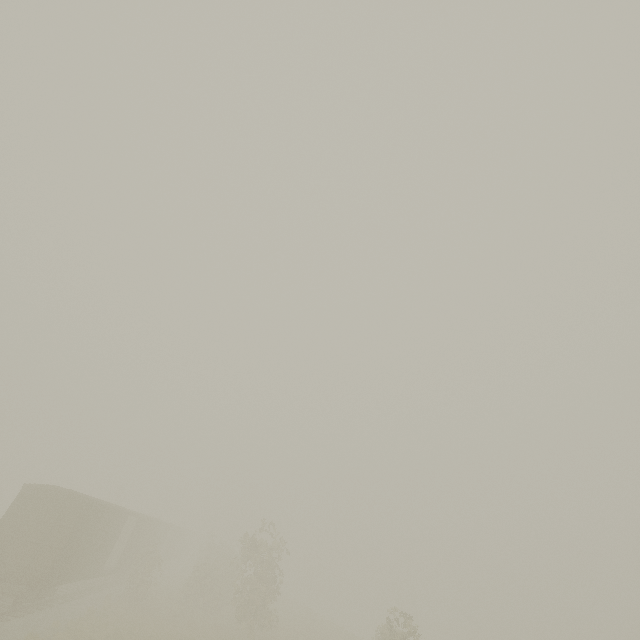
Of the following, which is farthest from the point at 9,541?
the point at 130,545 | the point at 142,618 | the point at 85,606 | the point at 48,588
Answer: the point at 130,545
